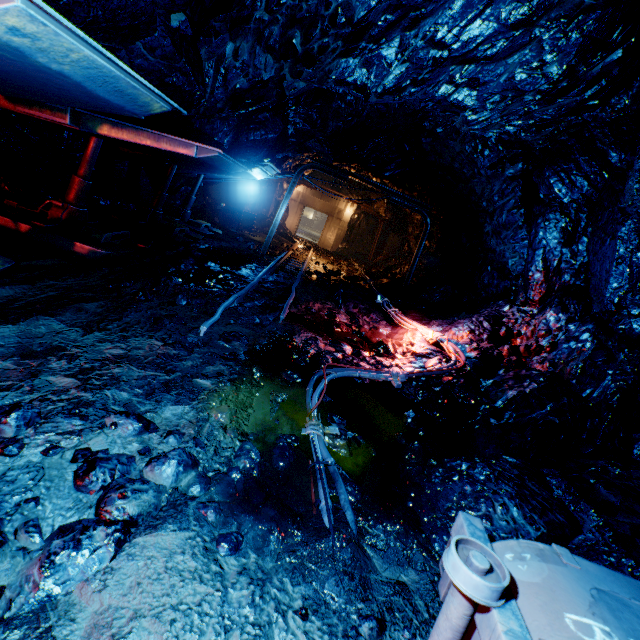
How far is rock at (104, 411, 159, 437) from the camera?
2.25m

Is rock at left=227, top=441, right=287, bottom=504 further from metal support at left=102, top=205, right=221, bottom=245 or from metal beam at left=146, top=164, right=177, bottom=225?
metal beam at left=146, top=164, right=177, bottom=225

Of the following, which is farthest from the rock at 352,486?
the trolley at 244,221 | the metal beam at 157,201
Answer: the metal beam at 157,201

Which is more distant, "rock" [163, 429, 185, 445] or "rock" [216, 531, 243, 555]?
"rock" [163, 429, 185, 445]

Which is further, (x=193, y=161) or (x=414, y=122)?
(x=414, y=122)

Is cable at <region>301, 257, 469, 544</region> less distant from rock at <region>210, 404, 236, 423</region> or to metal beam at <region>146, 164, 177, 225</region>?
rock at <region>210, 404, 236, 423</region>

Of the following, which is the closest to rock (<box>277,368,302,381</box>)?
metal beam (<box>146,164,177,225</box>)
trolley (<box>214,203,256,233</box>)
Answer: trolley (<box>214,203,256,233</box>)

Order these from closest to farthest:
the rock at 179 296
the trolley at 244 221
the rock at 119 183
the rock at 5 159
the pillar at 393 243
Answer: the rock at 179 296 → the rock at 5 159 → the rock at 119 183 → the trolley at 244 221 → the pillar at 393 243
